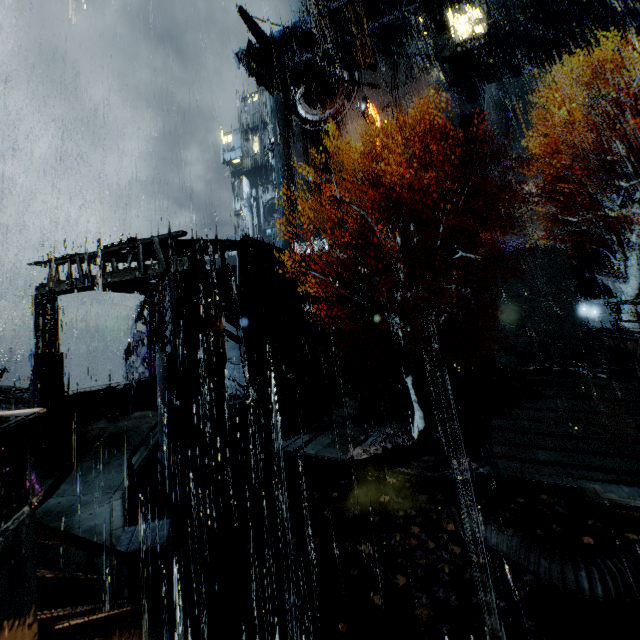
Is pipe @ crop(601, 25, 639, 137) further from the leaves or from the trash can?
the trash can

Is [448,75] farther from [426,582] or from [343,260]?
[426,582]

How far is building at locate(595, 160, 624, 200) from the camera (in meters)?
22.69

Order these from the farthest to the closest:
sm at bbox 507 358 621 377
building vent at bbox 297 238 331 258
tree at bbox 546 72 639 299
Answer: building vent at bbox 297 238 331 258, tree at bbox 546 72 639 299, sm at bbox 507 358 621 377

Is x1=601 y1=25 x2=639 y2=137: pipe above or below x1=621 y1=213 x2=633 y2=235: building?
above

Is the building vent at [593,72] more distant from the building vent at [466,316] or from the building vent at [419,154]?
the building vent at [466,316]

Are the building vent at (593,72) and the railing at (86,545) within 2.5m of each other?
no

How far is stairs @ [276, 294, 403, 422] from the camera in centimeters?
1867cm
